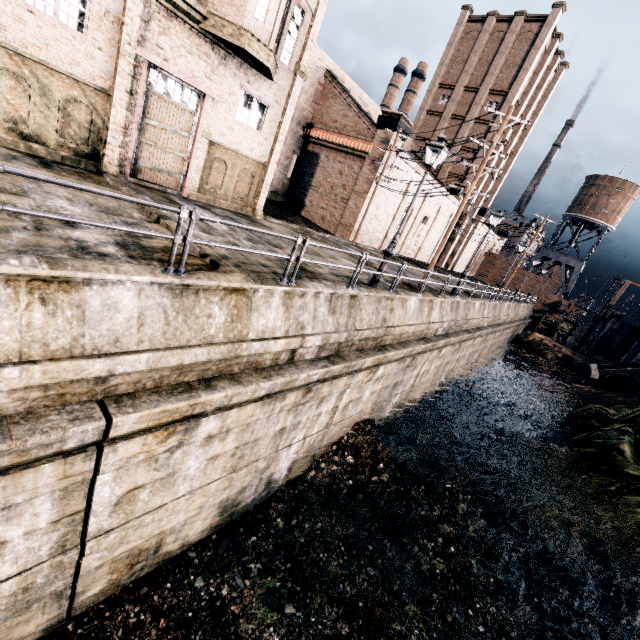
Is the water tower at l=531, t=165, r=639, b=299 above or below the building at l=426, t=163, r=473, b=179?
above

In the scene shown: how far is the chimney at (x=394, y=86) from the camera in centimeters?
5756cm

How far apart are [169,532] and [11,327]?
7.0 meters

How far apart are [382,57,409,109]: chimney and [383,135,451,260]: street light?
57.4 meters

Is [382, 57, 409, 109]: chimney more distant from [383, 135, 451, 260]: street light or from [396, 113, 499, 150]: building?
[383, 135, 451, 260]: street light

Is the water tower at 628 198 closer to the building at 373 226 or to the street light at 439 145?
the building at 373 226

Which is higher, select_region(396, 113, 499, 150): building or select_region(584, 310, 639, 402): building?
select_region(396, 113, 499, 150): building

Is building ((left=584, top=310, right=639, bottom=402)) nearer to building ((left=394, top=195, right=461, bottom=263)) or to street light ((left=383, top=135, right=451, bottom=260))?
building ((left=394, top=195, right=461, bottom=263))
